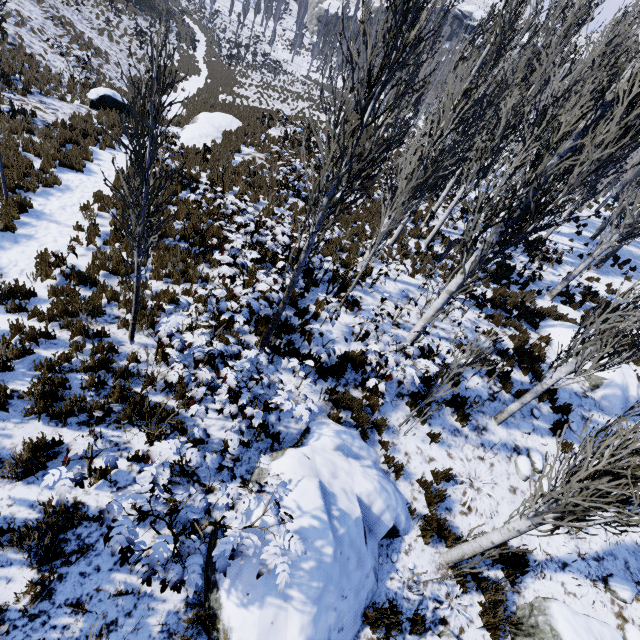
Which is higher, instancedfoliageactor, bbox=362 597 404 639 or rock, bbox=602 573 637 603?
rock, bbox=602 573 637 603

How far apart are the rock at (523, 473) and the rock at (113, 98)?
20.6 meters

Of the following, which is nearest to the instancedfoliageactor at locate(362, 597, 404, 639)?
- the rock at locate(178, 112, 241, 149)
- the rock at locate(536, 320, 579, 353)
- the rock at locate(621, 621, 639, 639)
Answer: the rock at locate(536, 320, 579, 353)

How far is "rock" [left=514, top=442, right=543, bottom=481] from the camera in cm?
703

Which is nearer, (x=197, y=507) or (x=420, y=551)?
(x=197, y=507)

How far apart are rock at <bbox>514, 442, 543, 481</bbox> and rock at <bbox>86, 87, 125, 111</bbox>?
20.58m

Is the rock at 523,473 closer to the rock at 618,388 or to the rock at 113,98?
the rock at 618,388

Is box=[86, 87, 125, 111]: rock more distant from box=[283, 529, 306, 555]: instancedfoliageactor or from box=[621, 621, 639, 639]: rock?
box=[621, 621, 639, 639]: rock
